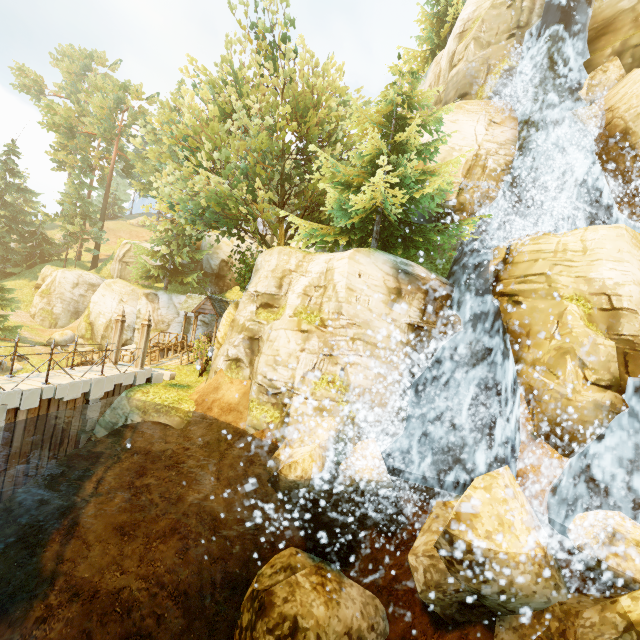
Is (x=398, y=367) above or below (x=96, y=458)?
above

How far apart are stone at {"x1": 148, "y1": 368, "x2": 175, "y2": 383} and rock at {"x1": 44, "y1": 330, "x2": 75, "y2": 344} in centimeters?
2142cm

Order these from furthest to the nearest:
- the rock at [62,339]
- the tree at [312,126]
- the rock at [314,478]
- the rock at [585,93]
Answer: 1. the rock at [62,339]
2. the rock at [585,93]
3. the tree at [312,126]
4. the rock at [314,478]

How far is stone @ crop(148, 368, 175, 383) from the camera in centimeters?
1543cm

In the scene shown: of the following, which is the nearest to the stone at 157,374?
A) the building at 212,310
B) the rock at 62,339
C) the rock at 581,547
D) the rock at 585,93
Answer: the building at 212,310

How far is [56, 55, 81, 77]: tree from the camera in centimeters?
5731cm

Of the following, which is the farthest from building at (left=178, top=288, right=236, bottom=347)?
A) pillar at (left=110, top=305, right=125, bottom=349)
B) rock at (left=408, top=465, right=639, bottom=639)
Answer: rock at (left=408, top=465, right=639, bottom=639)

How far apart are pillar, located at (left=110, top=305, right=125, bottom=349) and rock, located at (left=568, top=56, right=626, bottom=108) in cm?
2460
